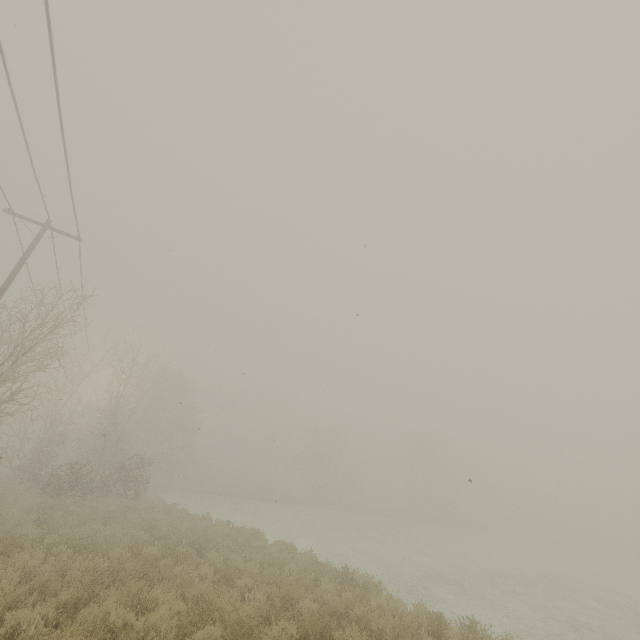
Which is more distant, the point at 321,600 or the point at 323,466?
the point at 323,466
